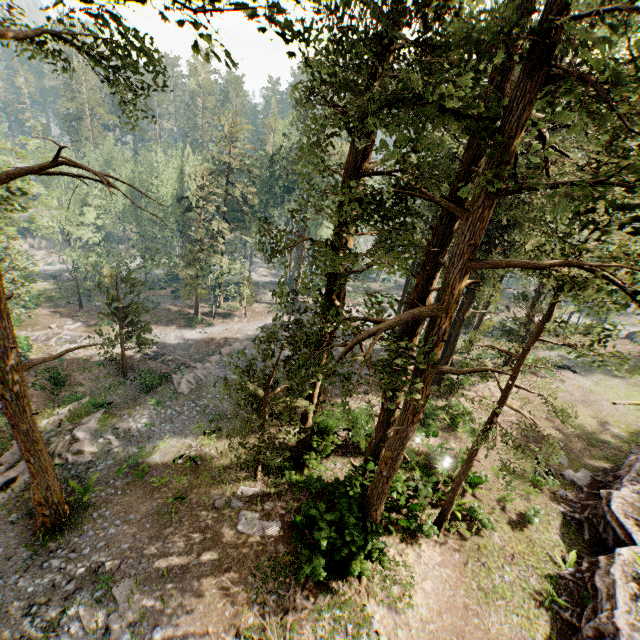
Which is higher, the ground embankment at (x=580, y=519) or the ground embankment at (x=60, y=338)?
the ground embankment at (x=580, y=519)

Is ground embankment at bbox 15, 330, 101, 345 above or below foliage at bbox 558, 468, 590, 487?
below

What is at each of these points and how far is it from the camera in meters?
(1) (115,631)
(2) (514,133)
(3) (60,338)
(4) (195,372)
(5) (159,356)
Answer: (1) foliage, 10.3 m
(2) foliage, 6.9 m
(3) ground embankment, 31.4 m
(4) rock, 26.0 m
(5) ground embankment, 31.3 m

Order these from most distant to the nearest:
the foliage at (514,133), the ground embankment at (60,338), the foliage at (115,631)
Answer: the ground embankment at (60,338) < the foliage at (115,631) < the foliage at (514,133)

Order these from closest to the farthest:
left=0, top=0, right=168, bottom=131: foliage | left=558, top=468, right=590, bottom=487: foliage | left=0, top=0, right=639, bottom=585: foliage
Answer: left=0, top=0, right=639, bottom=585: foliage → left=0, top=0, right=168, bottom=131: foliage → left=558, top=468, right=590, bottom=487: foliage

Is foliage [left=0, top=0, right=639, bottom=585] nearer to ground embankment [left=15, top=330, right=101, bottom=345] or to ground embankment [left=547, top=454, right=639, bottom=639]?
ground embankment [left=15, top=330, right=101, bottom=345]

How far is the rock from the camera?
24.8 meters
